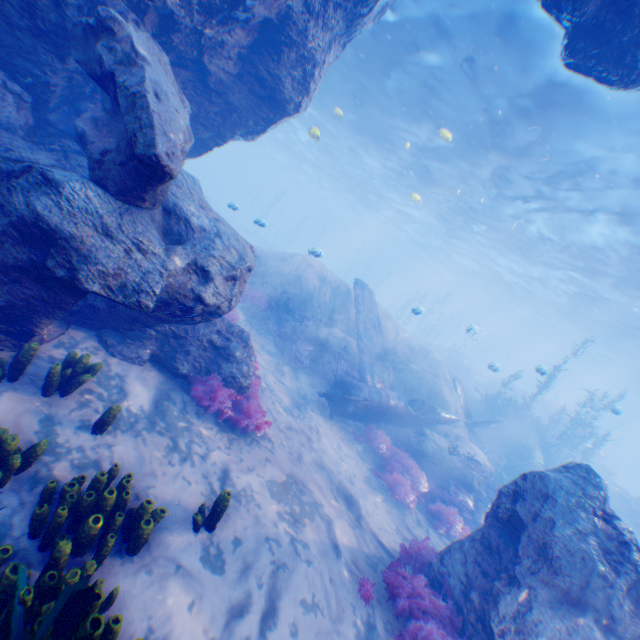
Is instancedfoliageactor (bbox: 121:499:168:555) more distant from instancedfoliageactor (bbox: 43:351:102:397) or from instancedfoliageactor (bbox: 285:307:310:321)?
instancedfoliageactor (bbox: 285:307:310:321)

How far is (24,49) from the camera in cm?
509

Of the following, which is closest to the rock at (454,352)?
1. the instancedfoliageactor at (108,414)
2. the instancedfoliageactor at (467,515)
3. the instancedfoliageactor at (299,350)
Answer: the instancedfoliageactor at (467,515)

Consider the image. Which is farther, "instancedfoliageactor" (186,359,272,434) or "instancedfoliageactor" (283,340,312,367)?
"instancedfoliageactor" (283,340,312,367)

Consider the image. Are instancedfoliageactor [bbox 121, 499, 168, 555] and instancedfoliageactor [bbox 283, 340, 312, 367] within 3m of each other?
no

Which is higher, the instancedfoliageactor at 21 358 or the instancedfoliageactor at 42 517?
the instancedfoliageactor at 21 358

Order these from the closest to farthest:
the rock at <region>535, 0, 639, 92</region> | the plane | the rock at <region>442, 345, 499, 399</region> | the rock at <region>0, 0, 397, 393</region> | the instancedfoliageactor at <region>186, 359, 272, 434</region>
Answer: the rock at <region>0, 0, 397, 393</region> < the rock at <region>535, 0, 639, 92</region> < the instancedfoliageactor at <region>186, 359, 272, 434</region> < the plane < the rock at <region>442, 345, 499, 399</region>

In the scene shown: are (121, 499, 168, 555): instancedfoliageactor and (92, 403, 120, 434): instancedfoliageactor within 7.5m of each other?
yes
